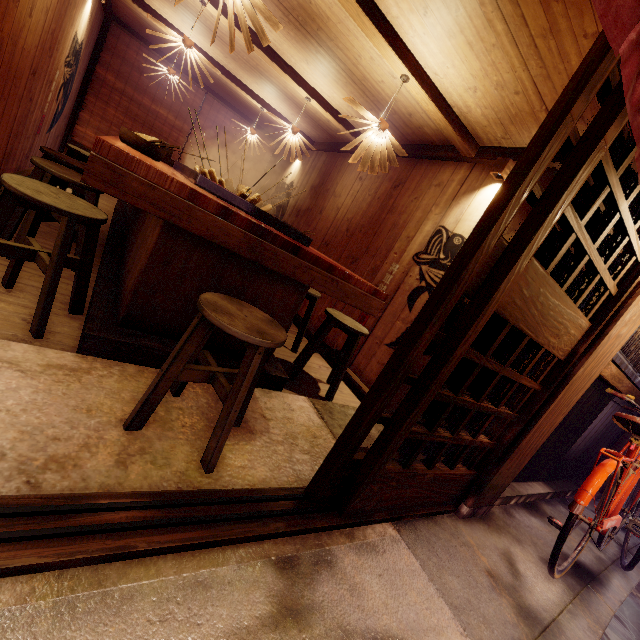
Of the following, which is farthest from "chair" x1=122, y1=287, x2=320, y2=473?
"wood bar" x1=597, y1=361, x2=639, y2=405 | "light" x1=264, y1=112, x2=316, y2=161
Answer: "light" x1=264, y1=112, x2=316, y2=161

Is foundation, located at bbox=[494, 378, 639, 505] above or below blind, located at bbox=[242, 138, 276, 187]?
below

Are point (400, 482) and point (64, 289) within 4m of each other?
no

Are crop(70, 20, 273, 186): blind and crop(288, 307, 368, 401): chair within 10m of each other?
no

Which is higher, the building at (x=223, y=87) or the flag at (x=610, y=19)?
the building at (x=223, y=87)

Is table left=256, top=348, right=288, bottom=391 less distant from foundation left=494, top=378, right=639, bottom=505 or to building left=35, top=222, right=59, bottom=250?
building left=35, top=222, right=59, bottom=250

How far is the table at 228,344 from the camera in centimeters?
439cm

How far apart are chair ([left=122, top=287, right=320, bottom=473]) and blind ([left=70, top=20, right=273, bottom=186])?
12.4m
